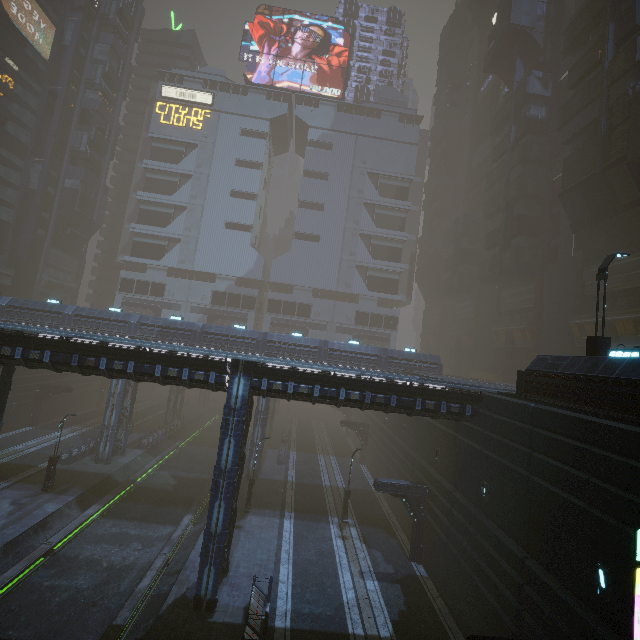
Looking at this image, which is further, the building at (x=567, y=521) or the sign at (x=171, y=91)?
the sign at (x=171, y=91)

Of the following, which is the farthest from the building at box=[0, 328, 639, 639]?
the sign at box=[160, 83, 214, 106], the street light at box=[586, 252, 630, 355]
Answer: the street light at box=[586, 252, 630, 355]

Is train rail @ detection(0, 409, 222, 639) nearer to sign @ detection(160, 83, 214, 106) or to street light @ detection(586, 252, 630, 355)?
street light @ detection(586, 252, 630, 355)

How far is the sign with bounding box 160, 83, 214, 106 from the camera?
58.56m

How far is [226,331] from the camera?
30.8 meters

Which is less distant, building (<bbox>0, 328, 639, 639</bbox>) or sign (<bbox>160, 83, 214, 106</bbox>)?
building (<bbox>0, 328, 639, 639</bbox>)

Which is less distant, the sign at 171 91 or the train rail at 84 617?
the train rail at 84 617
